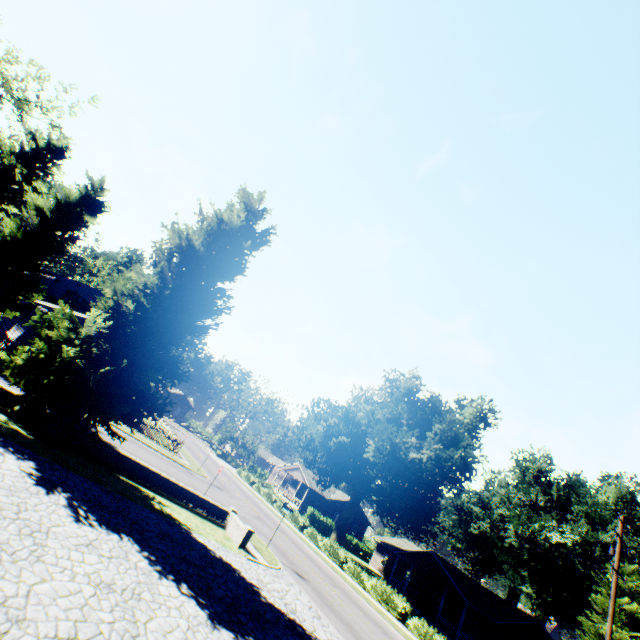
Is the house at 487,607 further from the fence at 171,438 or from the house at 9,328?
the house at 9,328

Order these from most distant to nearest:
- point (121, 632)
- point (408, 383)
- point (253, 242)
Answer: point (408, 383), point (253, 242), point (121, 632)

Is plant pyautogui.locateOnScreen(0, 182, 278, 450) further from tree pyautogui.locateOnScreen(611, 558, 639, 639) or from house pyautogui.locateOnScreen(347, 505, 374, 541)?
tree pyautogui.locateOnScreen(611, 558, 639, 639)

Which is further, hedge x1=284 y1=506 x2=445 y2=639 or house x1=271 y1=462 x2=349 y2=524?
house x1=271 y1=462 x2=349 y2=524

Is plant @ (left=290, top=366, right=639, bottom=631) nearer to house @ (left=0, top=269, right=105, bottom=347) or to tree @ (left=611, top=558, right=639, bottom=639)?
house @ (left=0, top=269, right=105, bottom=347)

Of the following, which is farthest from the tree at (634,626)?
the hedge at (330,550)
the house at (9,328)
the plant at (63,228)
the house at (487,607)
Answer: the house at (9,328)

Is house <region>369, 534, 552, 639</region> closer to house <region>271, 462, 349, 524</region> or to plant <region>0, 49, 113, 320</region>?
plant <region>0, 49, 113, 320</region>

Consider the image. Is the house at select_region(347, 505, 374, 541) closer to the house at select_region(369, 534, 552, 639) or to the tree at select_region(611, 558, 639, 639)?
the house at select_region(369, 534, 552, 639)
